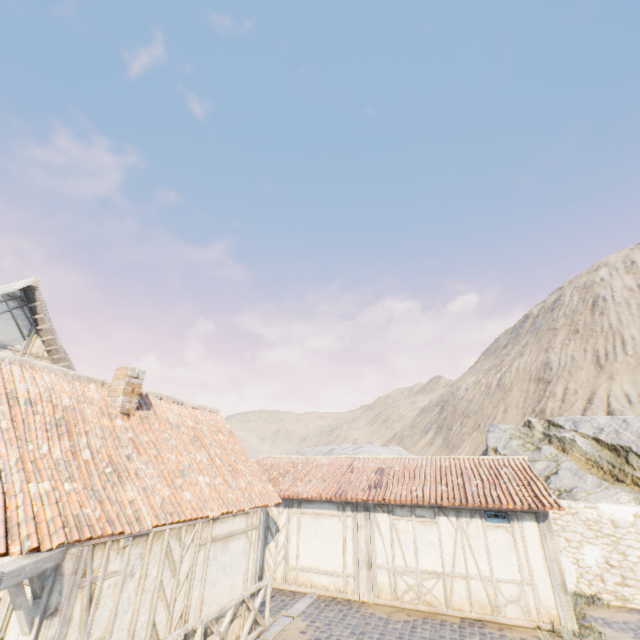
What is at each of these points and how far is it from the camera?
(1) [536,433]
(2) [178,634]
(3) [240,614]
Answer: (1) rock, 20.61m
(2) wooden fence, 5.93m
(3) building, 8.05m

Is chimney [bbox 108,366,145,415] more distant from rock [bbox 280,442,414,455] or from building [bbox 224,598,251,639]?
rock [bbox 280,442,414,455]

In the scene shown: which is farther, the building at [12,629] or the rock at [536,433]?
the rock at [536,433]

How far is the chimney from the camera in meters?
8.1

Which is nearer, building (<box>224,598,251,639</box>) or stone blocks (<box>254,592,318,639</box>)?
building (<box>224,598,251,639</box>)

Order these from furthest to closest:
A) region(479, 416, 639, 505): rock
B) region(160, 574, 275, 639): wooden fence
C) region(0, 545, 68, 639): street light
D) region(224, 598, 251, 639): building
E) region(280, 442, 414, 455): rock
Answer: region(280, 442, 414, 455): rock → region(479, 416, 639, 505): rock → region(224, 598, 251, 639): building → region(160, 574, 275, 639): wooden fence → region(0, 545, 68, 639): street light

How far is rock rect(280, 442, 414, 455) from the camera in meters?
26.9

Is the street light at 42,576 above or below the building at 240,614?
above
